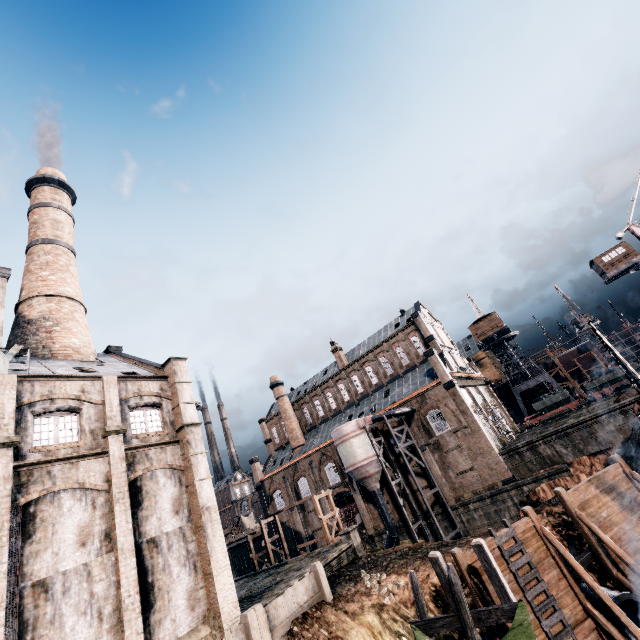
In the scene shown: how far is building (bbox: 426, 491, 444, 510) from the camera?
37.2m

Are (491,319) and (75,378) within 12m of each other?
no

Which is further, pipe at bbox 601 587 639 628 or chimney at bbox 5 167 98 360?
chimney at bbox 5 167 98 360

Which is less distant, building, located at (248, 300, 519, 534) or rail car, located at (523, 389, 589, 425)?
building, located at (248, 300, 519, 534)

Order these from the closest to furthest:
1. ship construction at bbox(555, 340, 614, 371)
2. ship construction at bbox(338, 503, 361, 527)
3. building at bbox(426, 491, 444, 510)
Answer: building at bbox(426, 491, 444, 510)
ship construction at bbox(338, 503, 361, 527)
ship construction at bbox(555, 340, 614, 371)

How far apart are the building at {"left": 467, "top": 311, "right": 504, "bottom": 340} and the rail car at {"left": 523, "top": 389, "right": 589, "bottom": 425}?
12.8 meters

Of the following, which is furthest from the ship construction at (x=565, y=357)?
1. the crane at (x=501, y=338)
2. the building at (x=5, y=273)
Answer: the building at (x=5, y=273)

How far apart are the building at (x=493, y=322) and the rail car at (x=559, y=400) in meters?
12.8
